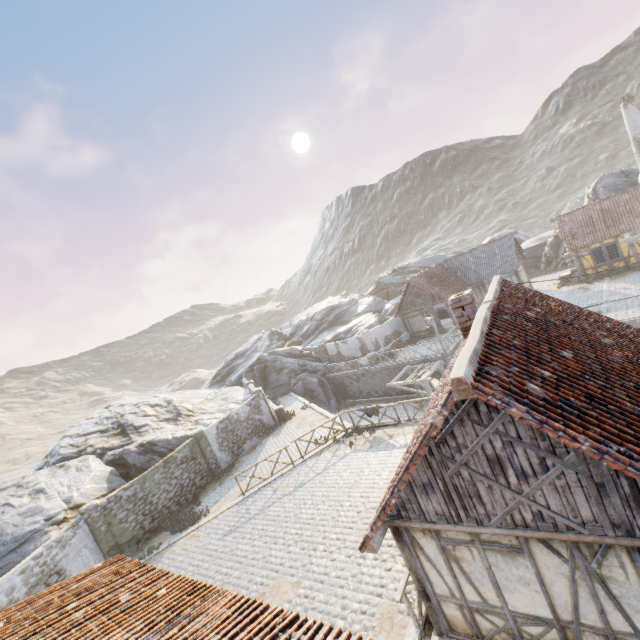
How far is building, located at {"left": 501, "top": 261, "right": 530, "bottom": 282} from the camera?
29.7m

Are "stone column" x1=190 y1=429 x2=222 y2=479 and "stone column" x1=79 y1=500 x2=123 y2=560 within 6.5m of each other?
yes

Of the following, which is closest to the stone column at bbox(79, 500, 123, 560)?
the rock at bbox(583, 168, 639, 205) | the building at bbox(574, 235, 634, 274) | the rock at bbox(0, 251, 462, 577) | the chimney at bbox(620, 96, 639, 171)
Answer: the rock at bbox(0, 251, 462, 577)

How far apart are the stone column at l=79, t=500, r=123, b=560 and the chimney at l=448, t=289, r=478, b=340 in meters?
18.3

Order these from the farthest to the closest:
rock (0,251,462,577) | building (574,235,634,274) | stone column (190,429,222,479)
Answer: building (574,235,634,274) → stone column (190,429,222,479) → rock (0,251,462,577)

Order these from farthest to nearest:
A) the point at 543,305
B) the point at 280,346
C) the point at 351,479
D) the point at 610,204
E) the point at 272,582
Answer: the point at 280,346
the point at 610,204
the point at 351,479
the point at 272,582
the point at 543,305

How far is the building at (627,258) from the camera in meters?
24.7

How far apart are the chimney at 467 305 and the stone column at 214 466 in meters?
17.7
